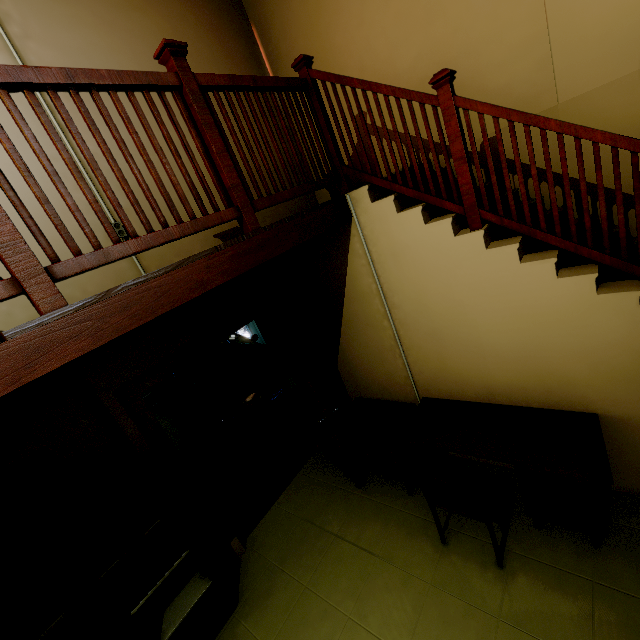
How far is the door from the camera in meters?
3.2 m

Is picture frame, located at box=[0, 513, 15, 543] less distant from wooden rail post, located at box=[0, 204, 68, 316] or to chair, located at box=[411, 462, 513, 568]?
wooden rail post, located at box=[0, 204, 68, 316]

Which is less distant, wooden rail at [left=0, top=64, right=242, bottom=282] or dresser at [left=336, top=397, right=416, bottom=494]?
wooden rail at [left=0, top=64, right=242, bottom=282]

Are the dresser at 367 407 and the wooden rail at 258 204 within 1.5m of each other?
no

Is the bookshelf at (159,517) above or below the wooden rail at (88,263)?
below

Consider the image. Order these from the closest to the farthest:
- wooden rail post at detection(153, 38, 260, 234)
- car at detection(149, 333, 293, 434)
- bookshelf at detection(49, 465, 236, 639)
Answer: wooden rail post at detection(153, 38, 260, 234) < bookshelf at detection(49, 465, 236, 639) < car at detection(149, 333, 293, 434)

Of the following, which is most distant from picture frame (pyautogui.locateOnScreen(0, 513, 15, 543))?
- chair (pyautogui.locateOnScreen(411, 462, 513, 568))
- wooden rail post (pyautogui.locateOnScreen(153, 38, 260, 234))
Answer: chair (pyautogui.locateOnScreen(411, 462, 513, 568))

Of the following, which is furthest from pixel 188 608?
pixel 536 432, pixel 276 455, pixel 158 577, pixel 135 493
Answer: pixel 536 432
